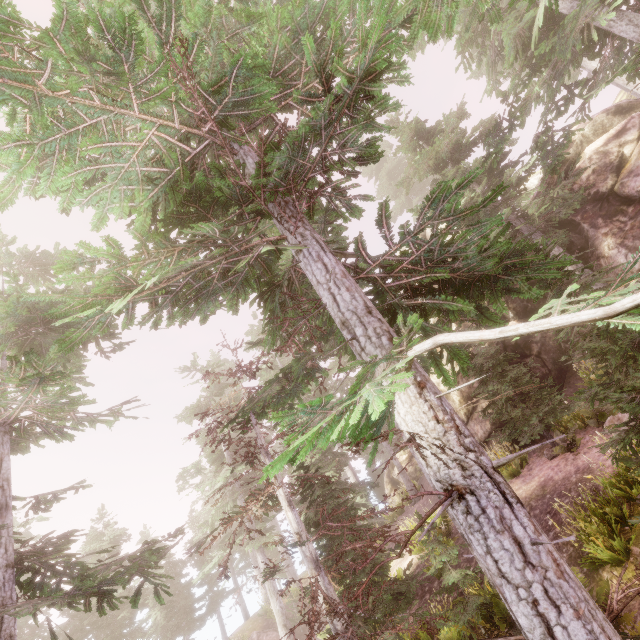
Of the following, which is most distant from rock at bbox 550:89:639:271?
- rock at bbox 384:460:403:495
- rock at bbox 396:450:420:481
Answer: rock at bbox 384:460:403:495

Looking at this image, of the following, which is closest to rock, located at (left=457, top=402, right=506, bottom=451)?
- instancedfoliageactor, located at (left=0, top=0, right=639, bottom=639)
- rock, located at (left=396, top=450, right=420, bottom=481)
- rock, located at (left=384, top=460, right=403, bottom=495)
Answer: instancedfoliageactor, located at (left=0, top=0, right=639, bottom=639)

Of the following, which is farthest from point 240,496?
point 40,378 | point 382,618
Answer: point 40,378

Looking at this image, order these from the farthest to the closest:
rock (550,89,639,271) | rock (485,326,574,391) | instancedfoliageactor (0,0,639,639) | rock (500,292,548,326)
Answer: rock (500,292,548,326) < rock (485,326,574,391) < rock (550,89,639,271) < instancedfoliageactor (0,0,639,639)

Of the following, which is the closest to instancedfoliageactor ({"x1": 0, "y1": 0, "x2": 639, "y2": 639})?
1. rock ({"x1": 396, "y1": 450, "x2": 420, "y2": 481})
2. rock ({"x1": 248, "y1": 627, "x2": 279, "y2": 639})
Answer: rock ({"x1": 396, "y1": 450, "x2": 420, "y2": 481})

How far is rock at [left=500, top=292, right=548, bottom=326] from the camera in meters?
16.2 m

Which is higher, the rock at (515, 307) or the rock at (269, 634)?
the rock at (515, 307)

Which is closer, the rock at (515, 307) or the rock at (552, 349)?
the rock at (552, 349)
